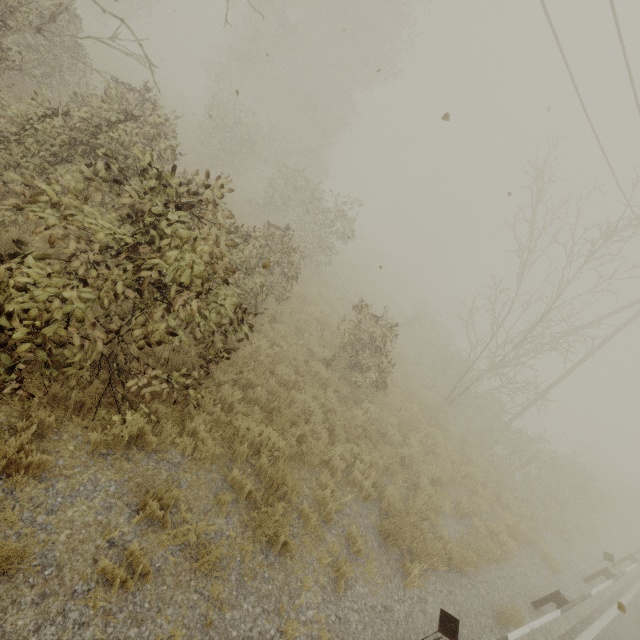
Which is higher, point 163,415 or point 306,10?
point 306,10

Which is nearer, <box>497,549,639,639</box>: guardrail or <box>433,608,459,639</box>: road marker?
<box>433,608,459,639</box>: road marker

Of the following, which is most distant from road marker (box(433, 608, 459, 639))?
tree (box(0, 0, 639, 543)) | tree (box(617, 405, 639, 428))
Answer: tree (box(617, 405, 639, 428))

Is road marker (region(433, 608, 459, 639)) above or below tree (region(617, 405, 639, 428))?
below

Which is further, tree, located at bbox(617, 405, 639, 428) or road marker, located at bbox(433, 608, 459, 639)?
tree, located at bbox(617, 405, 639, 428)

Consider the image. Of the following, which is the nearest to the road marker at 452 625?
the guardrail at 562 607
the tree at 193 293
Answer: the guardrail at 562 607

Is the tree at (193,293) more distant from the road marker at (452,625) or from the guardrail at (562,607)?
the road marker at (452,625)

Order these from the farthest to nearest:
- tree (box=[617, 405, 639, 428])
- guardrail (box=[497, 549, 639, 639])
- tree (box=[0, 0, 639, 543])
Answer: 1. tree (box=[617, 405, 639, 428])
2. guardrail (box=[497, 549, 639, 639])
3. tree (box=[0, 0, 639, 543])
